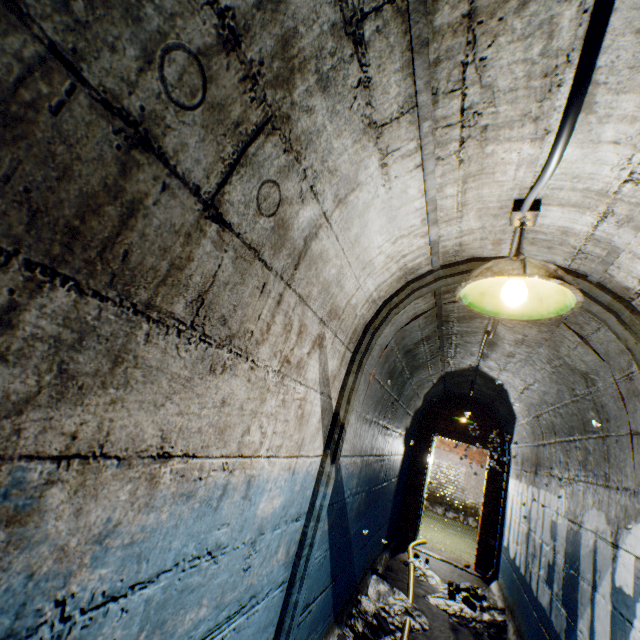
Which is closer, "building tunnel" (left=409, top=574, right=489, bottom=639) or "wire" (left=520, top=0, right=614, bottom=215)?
"wire" (left=520, top=0, right=614, bottom=215)

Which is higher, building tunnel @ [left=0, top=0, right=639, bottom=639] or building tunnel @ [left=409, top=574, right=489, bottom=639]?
building tunnel @ [left=0, top=0, right=639, bottom=639]

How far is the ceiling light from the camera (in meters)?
1.25

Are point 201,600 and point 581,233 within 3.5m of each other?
yes

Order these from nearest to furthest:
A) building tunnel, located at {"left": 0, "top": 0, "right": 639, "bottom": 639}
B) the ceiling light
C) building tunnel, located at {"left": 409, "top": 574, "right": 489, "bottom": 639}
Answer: building tunnel, located at {"left": 0, "top": 0, "right": 639, "bottom": 639} < the ceiling light < building tunnel, located at {"left": 409, "top": 574, "right": 489, "bottom": 639}

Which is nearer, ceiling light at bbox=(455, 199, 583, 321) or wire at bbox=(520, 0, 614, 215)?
wire at bbox=(520, 0, 614, 215)

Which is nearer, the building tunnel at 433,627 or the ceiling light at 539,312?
the ceiling light at 539,312

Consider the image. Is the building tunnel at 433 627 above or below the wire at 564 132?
below
